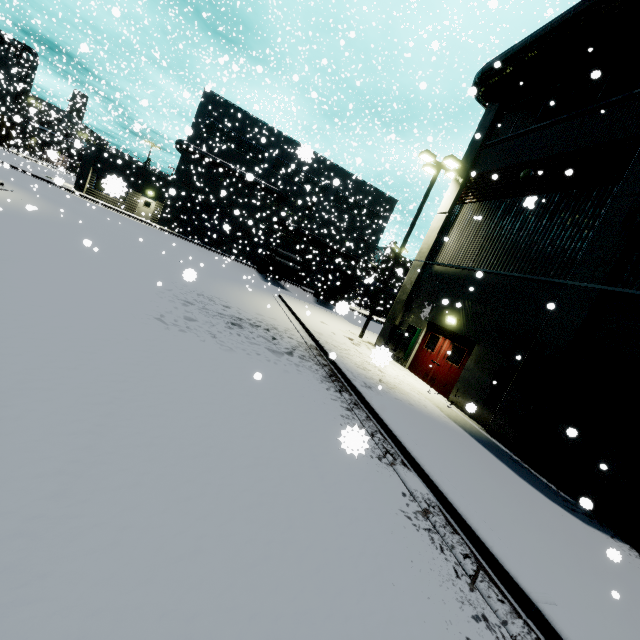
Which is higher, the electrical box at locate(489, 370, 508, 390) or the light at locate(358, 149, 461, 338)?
the light at locate(358, 149, 461, 338)

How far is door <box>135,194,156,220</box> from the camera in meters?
34.1

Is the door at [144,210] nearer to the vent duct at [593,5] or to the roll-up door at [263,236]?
the roll-up door at [263,236]

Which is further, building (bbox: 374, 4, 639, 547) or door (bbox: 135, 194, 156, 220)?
door (bbox: 135, 194, 156, 220)

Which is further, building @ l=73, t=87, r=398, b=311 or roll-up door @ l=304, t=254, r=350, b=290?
roll-up door @ l=304, t=254, r=350, b=290

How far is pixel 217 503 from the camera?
3.3m

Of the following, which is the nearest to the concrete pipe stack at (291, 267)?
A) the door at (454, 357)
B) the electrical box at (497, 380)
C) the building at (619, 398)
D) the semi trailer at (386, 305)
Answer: the semi trailer at (386, 305)

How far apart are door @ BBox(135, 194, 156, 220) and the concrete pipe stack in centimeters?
1469cm
